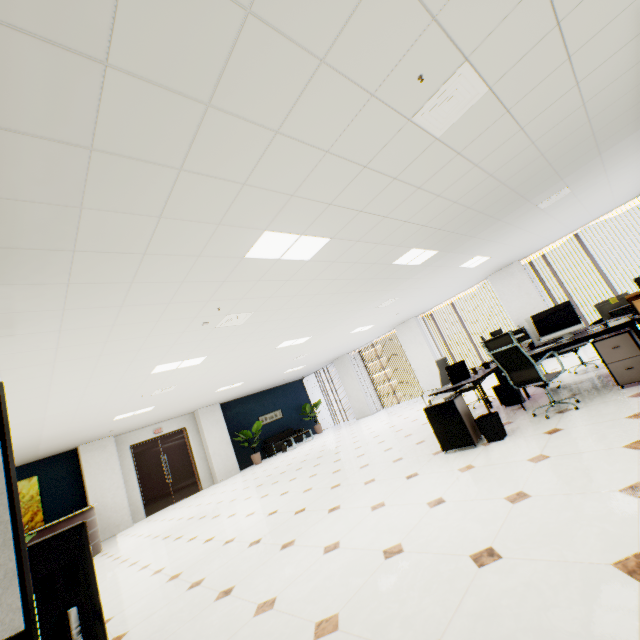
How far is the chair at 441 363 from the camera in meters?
5.8

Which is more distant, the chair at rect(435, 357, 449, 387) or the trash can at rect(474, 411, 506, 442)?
the chair at rect(435, 357, 449, 387)

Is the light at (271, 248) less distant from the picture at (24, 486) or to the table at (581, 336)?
the table at (581, 336)

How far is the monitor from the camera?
4.7m

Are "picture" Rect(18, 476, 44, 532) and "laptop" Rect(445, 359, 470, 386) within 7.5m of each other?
no

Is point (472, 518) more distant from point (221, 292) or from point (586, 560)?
point (221, 292)

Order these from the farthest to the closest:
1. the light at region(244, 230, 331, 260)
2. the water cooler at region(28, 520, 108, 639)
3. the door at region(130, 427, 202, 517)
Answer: the door at region(130, 427, 202, 517), the light at region(244, 230, 331, 260), the water cooler at region(28, 520, 108, 639)

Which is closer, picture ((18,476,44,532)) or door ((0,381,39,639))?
door ((0,381,39,639))
